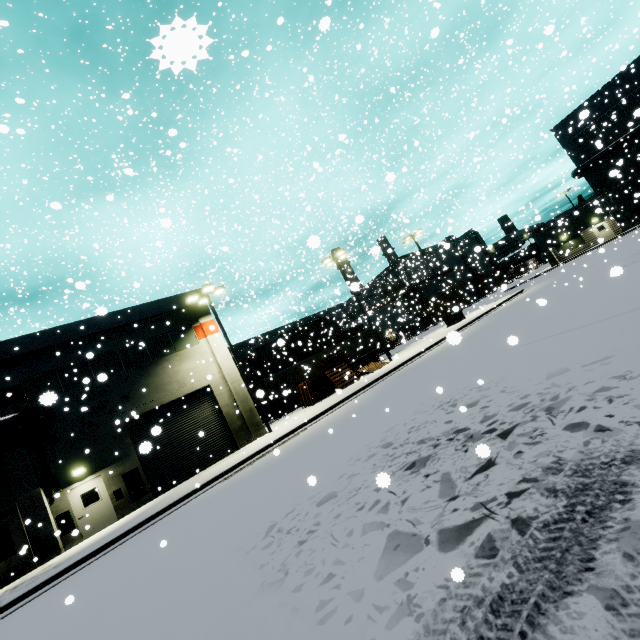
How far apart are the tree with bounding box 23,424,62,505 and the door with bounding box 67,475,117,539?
0.16m

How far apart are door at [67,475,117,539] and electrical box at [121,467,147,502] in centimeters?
82cm

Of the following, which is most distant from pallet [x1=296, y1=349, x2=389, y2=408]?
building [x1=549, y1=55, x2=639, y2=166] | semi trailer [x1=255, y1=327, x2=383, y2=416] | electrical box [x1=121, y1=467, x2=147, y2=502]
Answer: A: electrical box [x1=121, y1=467, x2=147, y2=502]

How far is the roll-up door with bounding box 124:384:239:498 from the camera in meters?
17.9

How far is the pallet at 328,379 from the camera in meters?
23.2

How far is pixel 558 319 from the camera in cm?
1040

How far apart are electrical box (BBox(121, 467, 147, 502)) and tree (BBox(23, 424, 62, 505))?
2.5 meters

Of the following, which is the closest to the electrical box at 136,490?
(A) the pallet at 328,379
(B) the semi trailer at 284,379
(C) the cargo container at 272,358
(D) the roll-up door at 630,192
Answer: (D) the roll-up door at 630,192
